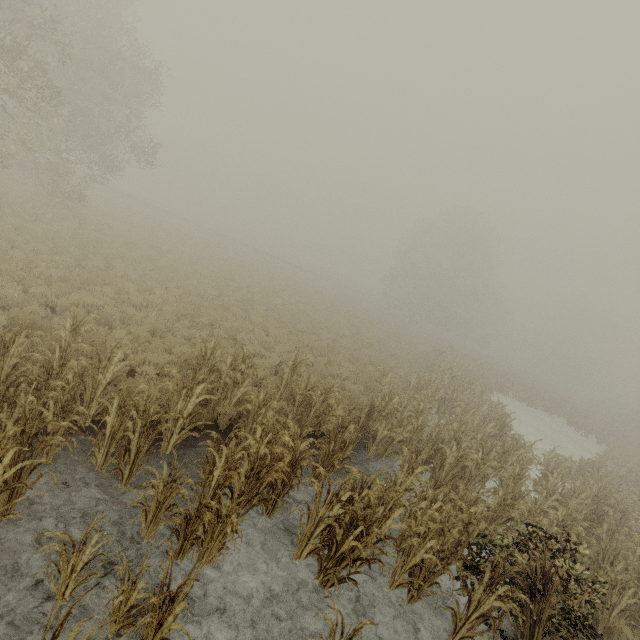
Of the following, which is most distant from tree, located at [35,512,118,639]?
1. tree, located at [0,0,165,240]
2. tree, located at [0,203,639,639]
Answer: tree, located at [0,0,165,240]

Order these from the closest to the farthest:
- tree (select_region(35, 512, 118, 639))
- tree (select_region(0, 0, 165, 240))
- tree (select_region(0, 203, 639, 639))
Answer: tree (select_region(35, 512, 118, 639)) < tree (select_region(0, 203, 639, 639)) < tree (select_region(0, 0, 165, 240))

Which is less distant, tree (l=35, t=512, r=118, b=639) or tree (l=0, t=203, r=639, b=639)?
tree (l=35, t=512, r=118, b=639)

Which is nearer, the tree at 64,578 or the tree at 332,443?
the tree at 64,578

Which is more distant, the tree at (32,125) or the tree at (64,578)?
the tree at (32,125)

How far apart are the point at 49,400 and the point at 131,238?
19.5 meters

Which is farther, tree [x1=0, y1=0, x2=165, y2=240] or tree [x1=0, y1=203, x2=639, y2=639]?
tree [x1=0, y1=0, x2=165, y2=240]
